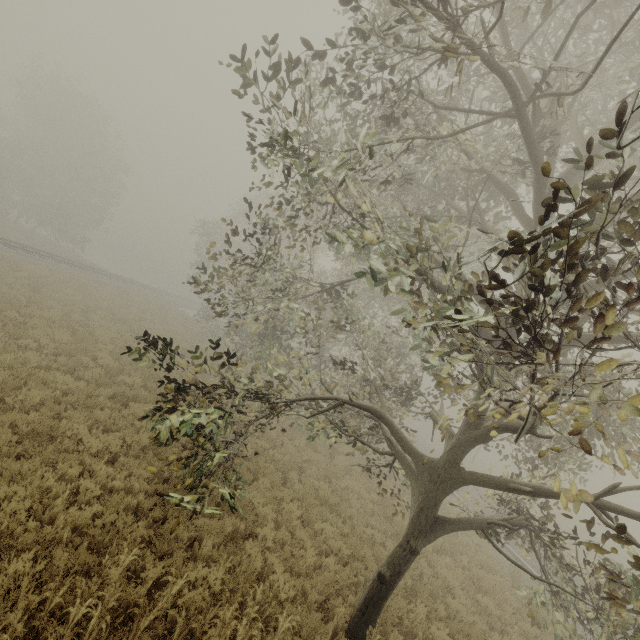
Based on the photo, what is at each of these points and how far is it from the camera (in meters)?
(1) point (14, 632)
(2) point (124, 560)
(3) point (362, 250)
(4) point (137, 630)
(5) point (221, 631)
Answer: (1) tree, 3.46
(2) tree, 4.82
(3) tree, 9.66
(4) tree, 4.06
(5) tree, 4.54

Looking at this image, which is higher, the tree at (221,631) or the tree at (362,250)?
the tree at (362,250)

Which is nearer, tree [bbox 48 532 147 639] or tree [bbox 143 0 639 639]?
tree [bbox 143 0 639 639]

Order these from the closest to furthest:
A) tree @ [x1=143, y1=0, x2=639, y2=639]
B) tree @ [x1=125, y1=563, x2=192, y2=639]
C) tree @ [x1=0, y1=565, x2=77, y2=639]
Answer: tree @ [x1=143, y1=0, x2=639, y2=639]
tree @ [x1=0, y1=565, x2=77, y2=639]
tree @ [x1=125, y1=563, x2=192, y2=639]
